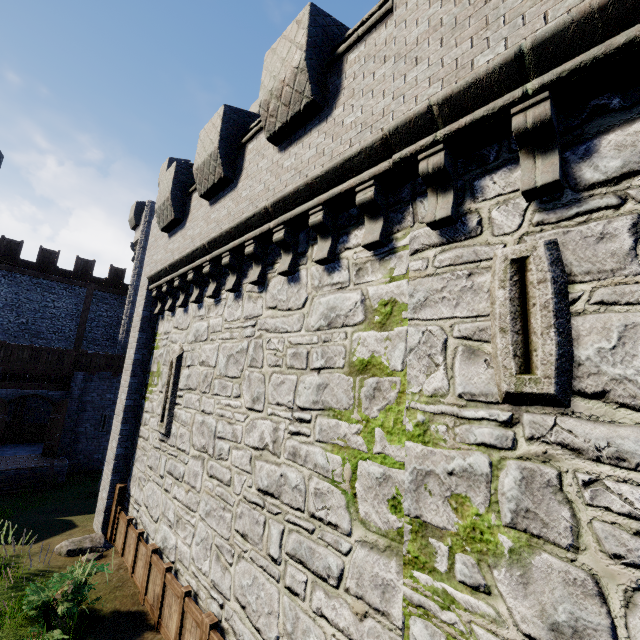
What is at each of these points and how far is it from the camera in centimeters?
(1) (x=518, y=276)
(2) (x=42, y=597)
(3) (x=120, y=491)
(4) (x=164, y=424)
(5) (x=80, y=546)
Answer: (1) window slit, 311cm
(2) bush, 628cm
(3) wooden post, 981cm
(4) window slit, 864cm
(5) rock, 878cm

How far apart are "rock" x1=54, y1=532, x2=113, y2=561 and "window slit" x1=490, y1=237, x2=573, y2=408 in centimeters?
1090cm

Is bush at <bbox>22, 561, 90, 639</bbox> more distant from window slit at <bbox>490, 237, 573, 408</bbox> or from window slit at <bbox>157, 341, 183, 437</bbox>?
window slit at <bbox>490, 237, 573, 408</bbox>

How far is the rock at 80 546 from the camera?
8.6m

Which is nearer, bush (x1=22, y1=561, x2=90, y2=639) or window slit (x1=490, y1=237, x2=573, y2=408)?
window slit (x1=490, y1=237, x2=573, y2=408)

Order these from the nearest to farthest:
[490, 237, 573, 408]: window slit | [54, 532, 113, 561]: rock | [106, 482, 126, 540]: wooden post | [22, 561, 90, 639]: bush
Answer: [490, 237, 573, 408]: window slit < [22, 561, 90, 639]: bush < [54, 532, 113, 561]: rock < [106, 482, 126, 540]: wooden post

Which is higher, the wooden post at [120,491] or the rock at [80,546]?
the wooden post at [120,491]

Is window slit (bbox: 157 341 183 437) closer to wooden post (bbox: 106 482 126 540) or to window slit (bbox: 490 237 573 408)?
wooden post (bbox: 106 482 126 540)
